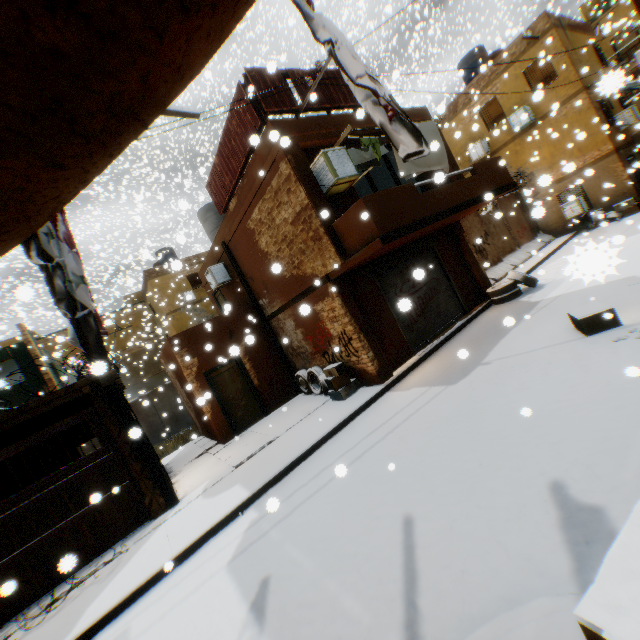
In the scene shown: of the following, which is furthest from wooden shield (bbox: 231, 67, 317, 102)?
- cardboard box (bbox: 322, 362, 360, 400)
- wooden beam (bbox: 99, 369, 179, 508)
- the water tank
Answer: cardboard box (bbox: 322, 362, 360, 400)

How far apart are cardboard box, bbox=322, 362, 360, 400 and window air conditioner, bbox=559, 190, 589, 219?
15.4 meters

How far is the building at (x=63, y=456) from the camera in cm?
1127

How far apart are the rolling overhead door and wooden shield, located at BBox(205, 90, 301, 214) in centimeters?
33cm

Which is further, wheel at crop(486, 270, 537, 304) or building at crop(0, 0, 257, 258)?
wheel at crop(486, 270, 537, 304)

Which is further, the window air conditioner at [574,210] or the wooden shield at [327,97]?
the window air conditioner at [574,210]

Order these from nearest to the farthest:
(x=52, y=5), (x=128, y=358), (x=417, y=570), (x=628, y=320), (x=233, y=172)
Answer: (x=52, y=5) → (x=417, y=570) → (x=628, y=320) → (x=233, y=172) → (x=128, y=358)

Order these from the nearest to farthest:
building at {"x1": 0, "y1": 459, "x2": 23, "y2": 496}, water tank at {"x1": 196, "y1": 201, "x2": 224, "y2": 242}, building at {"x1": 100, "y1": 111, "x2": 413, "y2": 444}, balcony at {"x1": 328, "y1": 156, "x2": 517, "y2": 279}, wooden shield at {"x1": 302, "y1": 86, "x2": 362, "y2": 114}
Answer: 1. balcony at {"x1": 328, "y1": 156, "x2": 517, "y2": 279}
2. building at {"x1": 100, "y1": 111, "x2": 413, "y2": 444}
3. wooden shield at {"x1": 302, "y1": 86, "x2": 362, "y2": 114}
4. building at {"x1": 0, "y1": 459, "x2": 23, "y2": 496}
5. water tank at {"x1": 196, "y1": 201, "x2": 224, "y2": 242}
